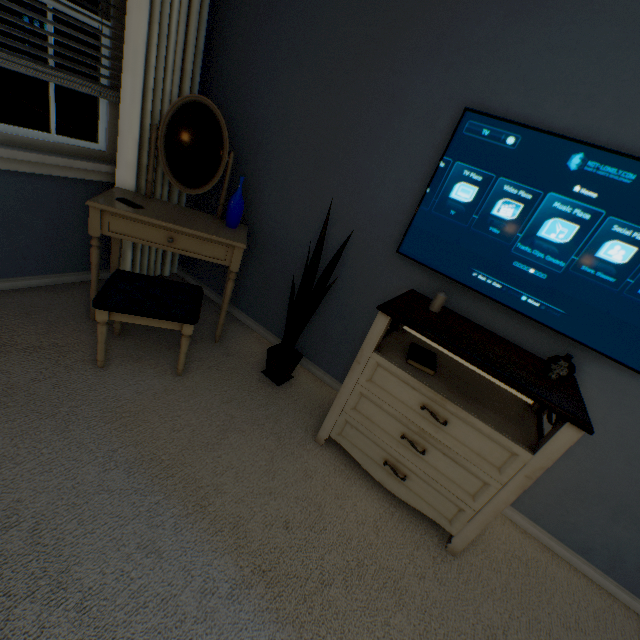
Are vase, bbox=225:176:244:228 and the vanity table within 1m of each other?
yes

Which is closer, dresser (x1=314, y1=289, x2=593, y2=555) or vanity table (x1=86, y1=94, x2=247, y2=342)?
dresser (x1=314, y1=289, x2=593, y2=555)

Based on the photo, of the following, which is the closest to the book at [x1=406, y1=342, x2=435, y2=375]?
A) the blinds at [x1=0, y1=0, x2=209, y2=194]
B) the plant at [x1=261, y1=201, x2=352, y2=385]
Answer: the plant at [x1=261, y1=201, x2=352, y2=385]

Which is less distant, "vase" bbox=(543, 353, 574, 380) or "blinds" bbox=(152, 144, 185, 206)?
"vase" bbox=(543, 353, 574, 380)

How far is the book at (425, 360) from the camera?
1.5 meters

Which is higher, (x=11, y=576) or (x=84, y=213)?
(x=84, y=213)

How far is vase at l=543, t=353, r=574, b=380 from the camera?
1.3m

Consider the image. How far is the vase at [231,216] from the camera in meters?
2.1 m
